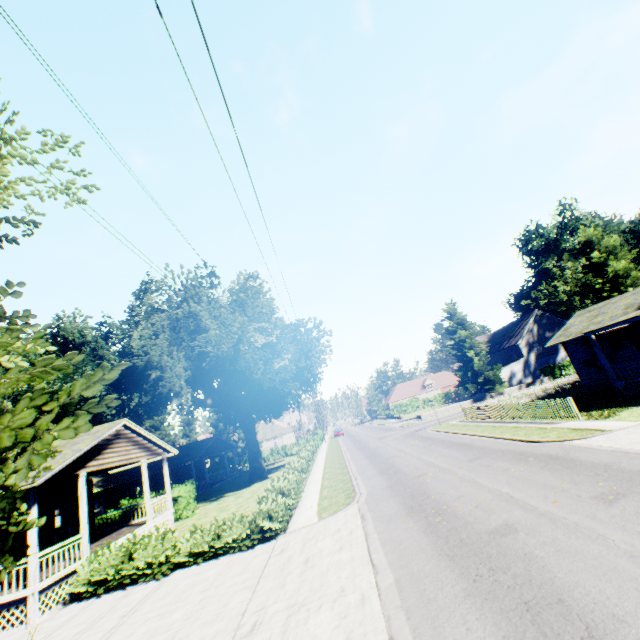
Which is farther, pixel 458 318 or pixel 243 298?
pixel 458 318

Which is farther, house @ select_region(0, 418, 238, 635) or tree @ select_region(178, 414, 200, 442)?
tree @ select_region(178, 414, 200, 442)

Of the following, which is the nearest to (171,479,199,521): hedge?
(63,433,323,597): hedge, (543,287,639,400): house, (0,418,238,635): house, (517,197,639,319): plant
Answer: (0,418,238,635): house

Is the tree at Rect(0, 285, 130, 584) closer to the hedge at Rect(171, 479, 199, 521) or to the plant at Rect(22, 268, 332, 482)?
the plant at Rect(22, 268, 332, 482)

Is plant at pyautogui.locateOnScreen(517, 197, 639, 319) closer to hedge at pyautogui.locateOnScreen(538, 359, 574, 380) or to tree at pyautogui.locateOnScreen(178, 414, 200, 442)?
tree at pyautogui.locateOnScreen(178, 414, 200, 442)

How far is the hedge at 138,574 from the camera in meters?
12.1

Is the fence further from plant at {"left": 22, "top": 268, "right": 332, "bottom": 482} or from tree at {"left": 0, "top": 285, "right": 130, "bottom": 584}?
tree at {"left": 0, "top": 285, "right": 130, "bottom": 584}

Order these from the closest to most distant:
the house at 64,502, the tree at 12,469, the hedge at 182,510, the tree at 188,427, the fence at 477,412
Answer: the tree at 12,469 → the house at 64,502 → the fence at 477,412 → the hedge at 182,510 → the tree at 188,427
